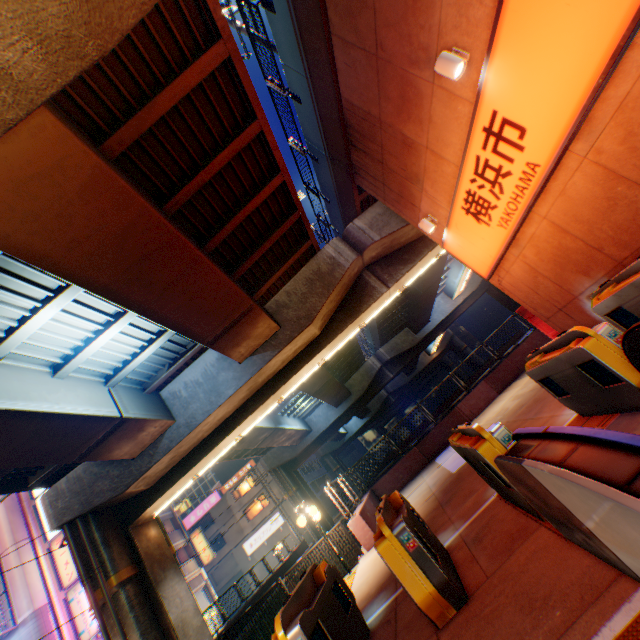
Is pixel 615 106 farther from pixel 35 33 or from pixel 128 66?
pixel 128 66

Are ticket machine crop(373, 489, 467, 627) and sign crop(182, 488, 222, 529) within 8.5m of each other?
no

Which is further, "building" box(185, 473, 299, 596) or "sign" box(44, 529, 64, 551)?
"building" box(185, 473, 299, 596)

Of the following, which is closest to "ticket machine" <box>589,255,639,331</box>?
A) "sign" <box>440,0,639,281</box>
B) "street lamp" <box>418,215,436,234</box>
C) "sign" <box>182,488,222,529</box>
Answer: "sign" <box>440,0,639,281</box>

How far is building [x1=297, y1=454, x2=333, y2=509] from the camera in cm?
4663

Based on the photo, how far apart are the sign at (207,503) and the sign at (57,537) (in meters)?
22.88

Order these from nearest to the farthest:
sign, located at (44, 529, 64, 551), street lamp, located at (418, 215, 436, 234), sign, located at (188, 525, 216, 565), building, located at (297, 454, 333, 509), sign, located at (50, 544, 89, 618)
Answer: street lamp, located at (418, 215, 436, 234) < sign, located at (50, 544, 89, 618) < sign, located at (44, 529, 64, 551) < sign, located at (188, 525, 216, 565) < building, located at (297, 454, 333, 509)

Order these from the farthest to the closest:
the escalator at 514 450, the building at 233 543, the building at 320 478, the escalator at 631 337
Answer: the building at 320 478, the building at 233 543, the escalator at 631 337, the escalator at 514 450
